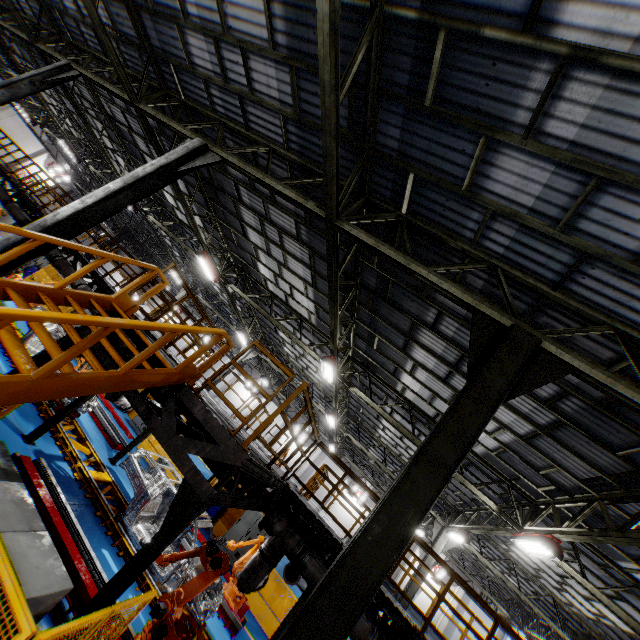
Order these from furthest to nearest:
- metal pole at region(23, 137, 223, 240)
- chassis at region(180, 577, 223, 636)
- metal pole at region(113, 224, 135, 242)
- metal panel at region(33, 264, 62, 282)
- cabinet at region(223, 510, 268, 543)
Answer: metal pole at region(113, 224, 135, 242)
metal panel at region(33, 264, 62, 282)
cabinet at region(223, 510, 268, 543)
chassis at region(180, 577, 223, 636)
metal pole at region(23, 137, 223, 240)

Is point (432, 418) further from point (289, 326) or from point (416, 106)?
point (416, 106)

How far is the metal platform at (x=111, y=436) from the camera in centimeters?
1323cm

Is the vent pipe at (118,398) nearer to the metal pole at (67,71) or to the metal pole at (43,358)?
the metal pole at (43,358)

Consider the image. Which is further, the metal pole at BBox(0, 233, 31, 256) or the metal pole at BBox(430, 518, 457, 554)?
the metal pole at BBox(430, 518, 457, 554)

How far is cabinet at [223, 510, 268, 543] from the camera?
14.7 meters

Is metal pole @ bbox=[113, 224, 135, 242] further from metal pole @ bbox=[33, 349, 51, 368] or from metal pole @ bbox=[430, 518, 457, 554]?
metal pole @ bbox=[430, 518, 457, 554]

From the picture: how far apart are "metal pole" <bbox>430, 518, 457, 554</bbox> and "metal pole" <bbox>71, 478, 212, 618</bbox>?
14.8 meters
